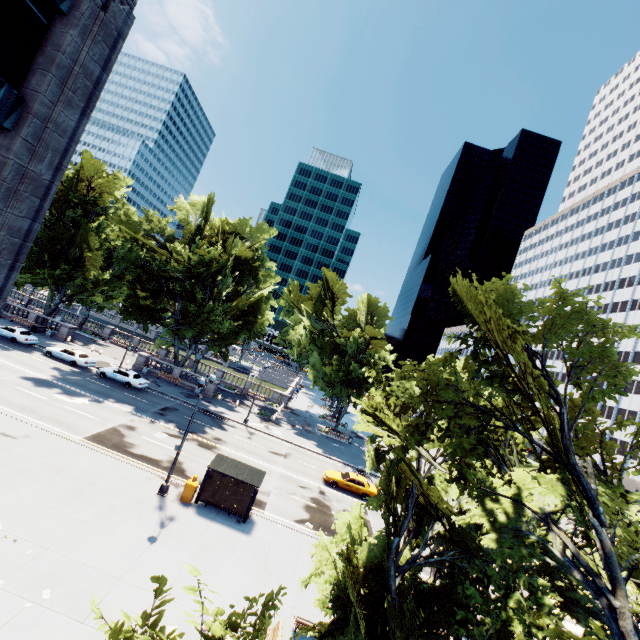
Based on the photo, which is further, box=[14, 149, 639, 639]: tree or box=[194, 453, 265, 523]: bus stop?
box=[194, 453, 265, 523]: bus stop

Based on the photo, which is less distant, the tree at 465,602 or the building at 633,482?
the tree at 465,602

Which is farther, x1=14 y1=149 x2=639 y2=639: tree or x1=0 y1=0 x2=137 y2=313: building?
x1=0 y1=0 x2=137 y2=313: building

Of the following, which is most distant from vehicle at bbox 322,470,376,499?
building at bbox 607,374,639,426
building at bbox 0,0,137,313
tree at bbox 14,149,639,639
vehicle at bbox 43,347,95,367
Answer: building at bbox 607,374,639,426

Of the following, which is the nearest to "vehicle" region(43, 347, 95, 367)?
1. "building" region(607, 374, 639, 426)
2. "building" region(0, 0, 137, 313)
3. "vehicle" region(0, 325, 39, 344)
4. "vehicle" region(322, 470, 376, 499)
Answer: "vehicle" region(0, 325, 39, 344)

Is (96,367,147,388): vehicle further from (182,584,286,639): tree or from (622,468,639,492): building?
(622,468,639,492): building

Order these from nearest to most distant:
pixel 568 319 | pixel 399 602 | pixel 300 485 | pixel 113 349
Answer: pixel 568 319
pixel 399 602
pixel 300 485
pixel 113 349

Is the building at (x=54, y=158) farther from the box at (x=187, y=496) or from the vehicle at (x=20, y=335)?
the vehicle at (x=20, y=335)
